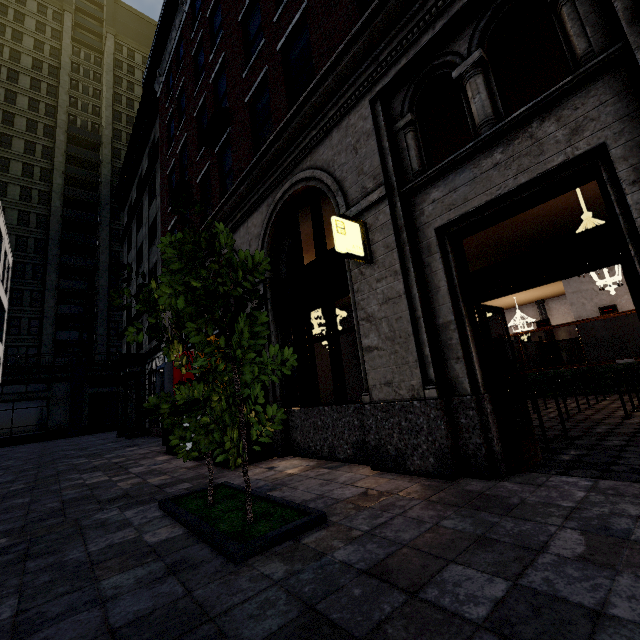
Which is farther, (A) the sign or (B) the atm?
(B) the atm

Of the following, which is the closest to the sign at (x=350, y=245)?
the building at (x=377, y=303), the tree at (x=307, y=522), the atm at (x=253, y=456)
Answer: the building at (x=377, y=303)

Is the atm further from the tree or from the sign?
the sign

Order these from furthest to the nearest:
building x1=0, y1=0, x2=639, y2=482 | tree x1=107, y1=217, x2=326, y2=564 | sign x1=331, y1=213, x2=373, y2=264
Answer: sign x1=331, y1=213, x2=373, y2=264, building x1=0, y1=0, x2=639, y2=482, tree x1=107, y1=217, x2=326, y2=564

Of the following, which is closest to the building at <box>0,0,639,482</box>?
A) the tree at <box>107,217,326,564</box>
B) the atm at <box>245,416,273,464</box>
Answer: the atm at <box>245,416,273,464</box>

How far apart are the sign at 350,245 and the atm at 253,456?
3.5m

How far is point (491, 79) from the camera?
4.2 meters

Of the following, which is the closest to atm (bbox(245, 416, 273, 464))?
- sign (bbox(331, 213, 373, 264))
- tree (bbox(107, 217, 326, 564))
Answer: tree (bbox(107, 217, 326, 564))
